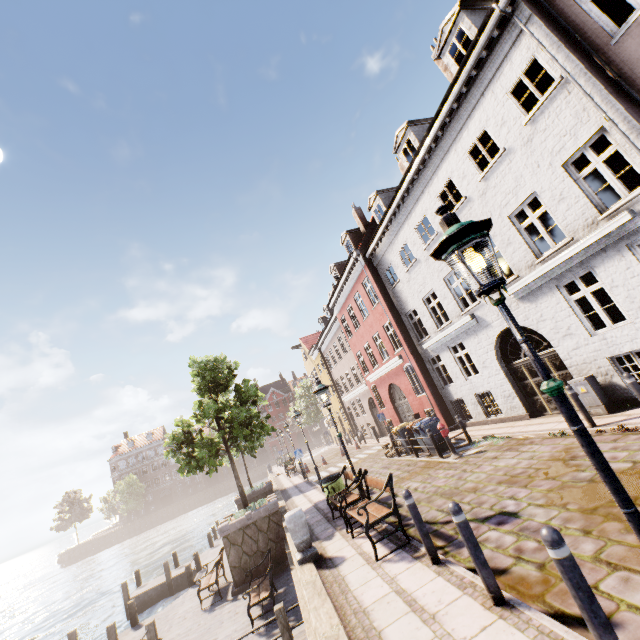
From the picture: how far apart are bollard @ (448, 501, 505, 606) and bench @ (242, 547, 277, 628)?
7.3m

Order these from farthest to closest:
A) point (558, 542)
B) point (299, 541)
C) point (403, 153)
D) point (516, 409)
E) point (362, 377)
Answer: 1. point (362, 377)
2. point (403, 153)
3. point (516, 409)
4. point (299, 541)
5. point (558, 542)

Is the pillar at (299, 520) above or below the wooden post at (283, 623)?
above

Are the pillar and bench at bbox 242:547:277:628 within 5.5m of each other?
yes

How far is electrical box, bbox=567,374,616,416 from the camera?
8.71m

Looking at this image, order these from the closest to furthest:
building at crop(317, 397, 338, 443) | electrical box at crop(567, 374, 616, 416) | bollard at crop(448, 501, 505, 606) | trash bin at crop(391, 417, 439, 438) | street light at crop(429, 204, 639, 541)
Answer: street light at crop(429, 204, 639, 541)
bollard at crop(448, 501, 505, 606)
electrical box at crop(567, 374, 616, 416)
trash bin at crop(391, 417, 439, 438)
building at crop(317, 397, 338, 443)

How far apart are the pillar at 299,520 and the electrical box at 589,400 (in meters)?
Result: 8.30

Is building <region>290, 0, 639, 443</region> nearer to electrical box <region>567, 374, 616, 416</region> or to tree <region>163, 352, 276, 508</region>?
electrical box <region>567, 374, 616, 416</region>
